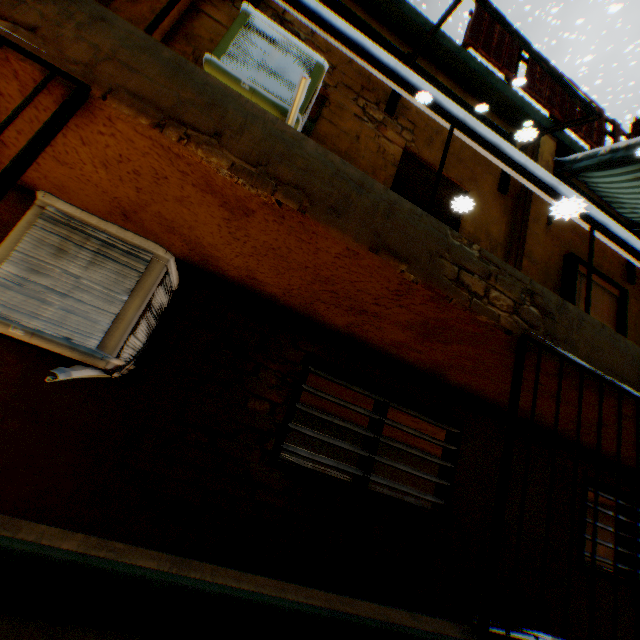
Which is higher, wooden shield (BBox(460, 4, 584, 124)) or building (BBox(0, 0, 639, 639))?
wooden shield (BBox(460, 4, 584, 124))

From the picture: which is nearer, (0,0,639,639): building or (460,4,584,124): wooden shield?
(0,0,639,639): building

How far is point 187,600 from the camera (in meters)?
1.15

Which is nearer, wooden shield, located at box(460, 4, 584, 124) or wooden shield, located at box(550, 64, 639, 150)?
wooden shield, located at box(460, 4, 584, 124)

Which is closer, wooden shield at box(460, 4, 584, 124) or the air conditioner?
the air conditioner

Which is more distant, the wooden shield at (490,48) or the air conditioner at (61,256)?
the wooden shield at (490,48)

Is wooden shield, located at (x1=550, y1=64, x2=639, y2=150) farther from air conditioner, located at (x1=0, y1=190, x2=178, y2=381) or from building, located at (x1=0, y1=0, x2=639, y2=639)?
air conditioner, located at (x1=0, y1=190, x2=178, y2=381)

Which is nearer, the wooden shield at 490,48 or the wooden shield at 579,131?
the wooden shield at 490,48
